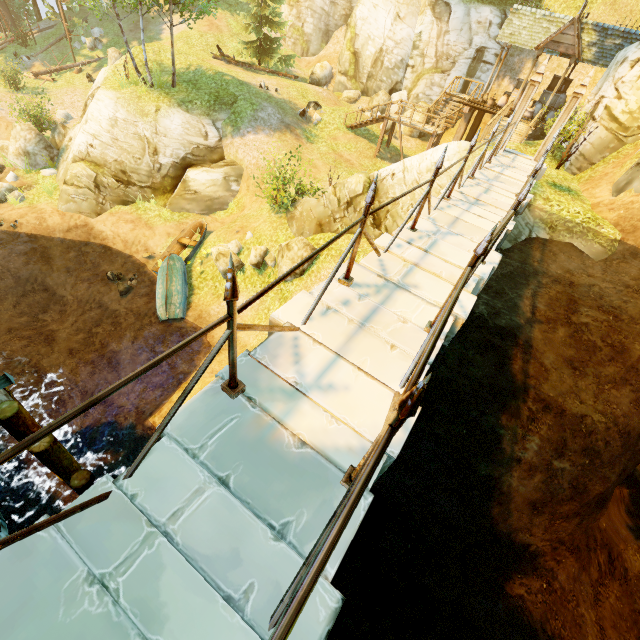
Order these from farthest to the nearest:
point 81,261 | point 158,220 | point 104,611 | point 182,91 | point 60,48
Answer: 1. point 60,48
2. point 182,91
3. point 158,220
4. point 81,261
5. point 104,611

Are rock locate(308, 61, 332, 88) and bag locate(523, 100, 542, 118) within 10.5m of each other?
no

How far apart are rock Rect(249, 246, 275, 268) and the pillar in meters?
9.4 m

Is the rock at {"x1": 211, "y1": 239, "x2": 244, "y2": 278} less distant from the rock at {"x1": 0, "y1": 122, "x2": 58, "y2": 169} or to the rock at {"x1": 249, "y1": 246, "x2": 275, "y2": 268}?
the rock at {"x1": 249, "y1": 246, "x2": 275, "y2": 268}

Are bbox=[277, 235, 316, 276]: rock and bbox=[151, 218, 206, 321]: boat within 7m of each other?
yes

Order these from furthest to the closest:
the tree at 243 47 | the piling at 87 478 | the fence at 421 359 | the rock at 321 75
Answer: the rock at 321 75 → the tree at 243 47 → the piling at 87 478 → the fence at 421 359

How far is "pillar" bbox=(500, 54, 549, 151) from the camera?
10.2m

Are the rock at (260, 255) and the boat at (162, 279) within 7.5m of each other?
yes
